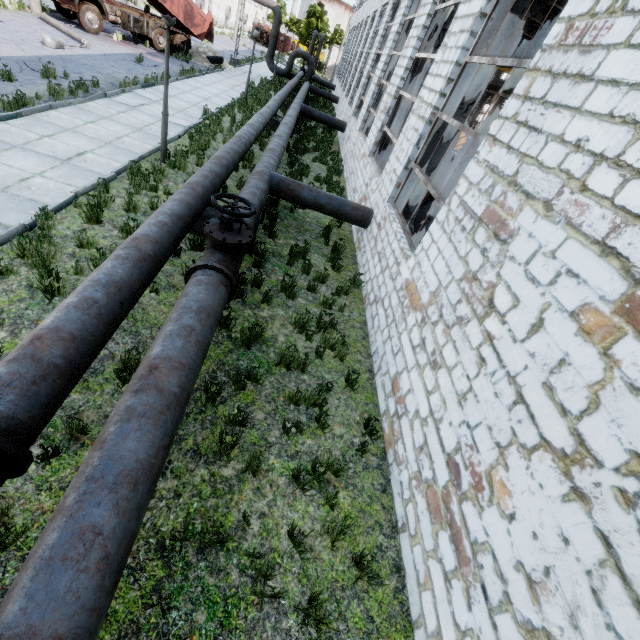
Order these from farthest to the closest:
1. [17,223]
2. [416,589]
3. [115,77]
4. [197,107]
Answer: [197,107]
[115,77]
[17,223]
[416,589]

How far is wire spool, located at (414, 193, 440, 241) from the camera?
10.16m

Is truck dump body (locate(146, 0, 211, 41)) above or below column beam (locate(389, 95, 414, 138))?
below

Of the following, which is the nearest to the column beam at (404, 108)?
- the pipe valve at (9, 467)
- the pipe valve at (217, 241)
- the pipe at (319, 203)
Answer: the pipe at (319, 203)

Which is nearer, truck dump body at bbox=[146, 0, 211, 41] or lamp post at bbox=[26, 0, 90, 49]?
lamp post at bbox=[26, 0, 90, 49]

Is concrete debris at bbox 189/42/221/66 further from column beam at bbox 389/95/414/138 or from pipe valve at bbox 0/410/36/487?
pipe valve at bbox 0/410/36/487

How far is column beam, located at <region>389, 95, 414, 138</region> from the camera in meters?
11.0 m

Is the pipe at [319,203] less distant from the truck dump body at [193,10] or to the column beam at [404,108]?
the column beam at [404,108]
